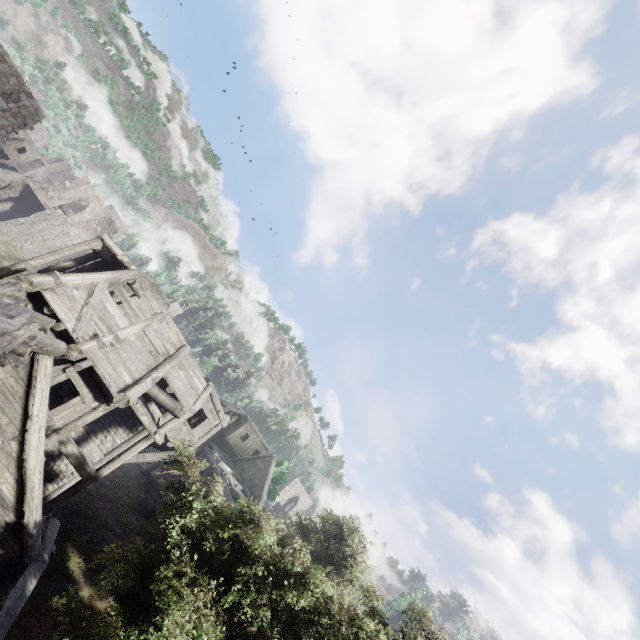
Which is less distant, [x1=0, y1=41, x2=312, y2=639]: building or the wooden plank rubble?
the wooden plank rubble

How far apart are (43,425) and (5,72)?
23.78m

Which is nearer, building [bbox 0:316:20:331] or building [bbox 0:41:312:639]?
building [bbox 0:316:20:331]

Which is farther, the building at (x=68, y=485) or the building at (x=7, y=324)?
the building at (x=68, y=485)

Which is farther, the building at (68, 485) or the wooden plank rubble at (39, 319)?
the building at (68, 485)
